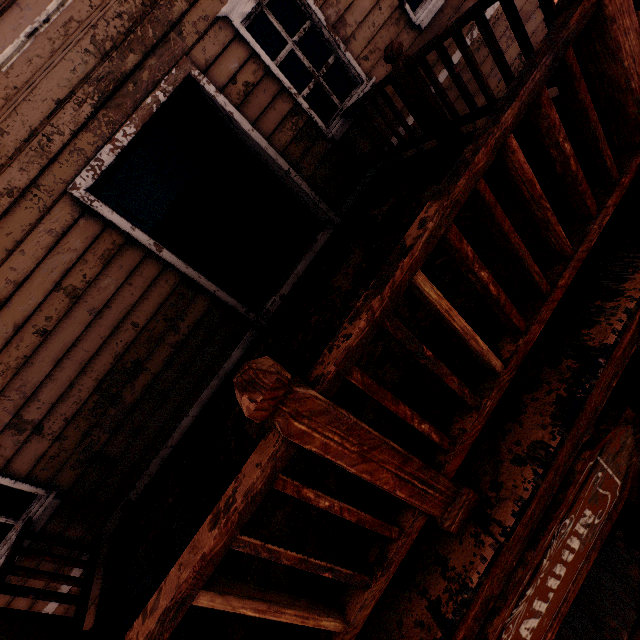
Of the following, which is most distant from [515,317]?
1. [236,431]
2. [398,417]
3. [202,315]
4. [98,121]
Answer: [98,121]

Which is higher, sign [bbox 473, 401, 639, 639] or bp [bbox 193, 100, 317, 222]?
bp [bbox 193, 100, 317, 222]

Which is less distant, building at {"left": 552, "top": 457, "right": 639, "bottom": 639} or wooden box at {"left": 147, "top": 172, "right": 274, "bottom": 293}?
building at {"left": 552, "top": 457, "right": 639, "bottom": 639}

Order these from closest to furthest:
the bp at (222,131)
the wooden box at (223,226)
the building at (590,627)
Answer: the building at (590,627) → the bp at (222,131) → the wooden box at (223,226)

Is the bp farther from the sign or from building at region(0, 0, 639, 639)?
the sign

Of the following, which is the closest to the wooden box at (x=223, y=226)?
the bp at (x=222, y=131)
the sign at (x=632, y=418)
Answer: the bp at (x=222, y=131)

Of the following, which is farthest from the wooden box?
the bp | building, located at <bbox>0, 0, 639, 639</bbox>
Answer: the bp

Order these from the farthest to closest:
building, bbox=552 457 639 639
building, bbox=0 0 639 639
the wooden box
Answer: the wooden box < building, bbox=552 457 639 639 < building, bbox=0 0 639 639
